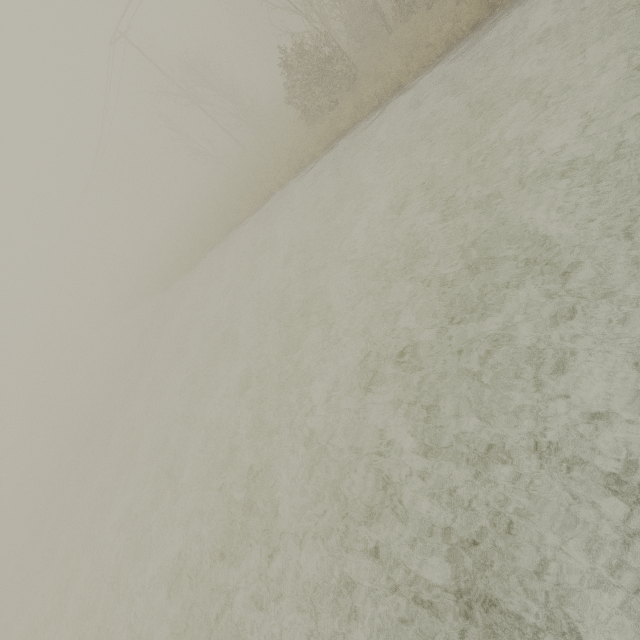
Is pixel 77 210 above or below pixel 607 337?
above
